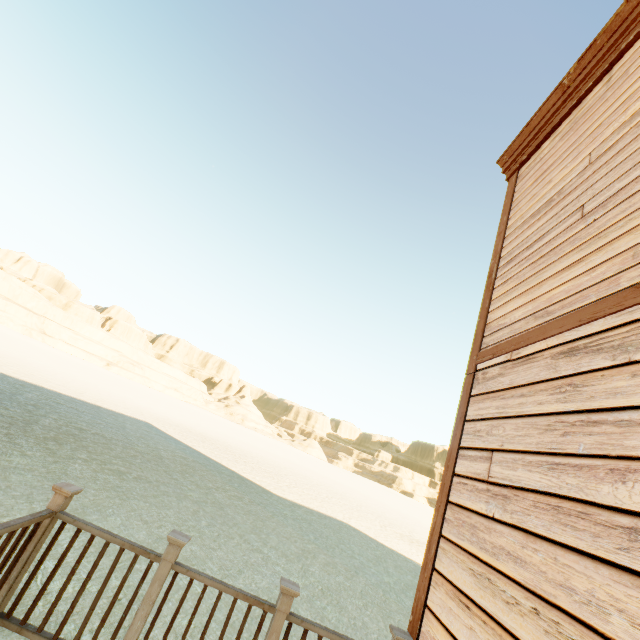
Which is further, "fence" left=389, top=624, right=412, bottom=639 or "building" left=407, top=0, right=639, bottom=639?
"fence" left=389, top=624, right=412, bottom=639

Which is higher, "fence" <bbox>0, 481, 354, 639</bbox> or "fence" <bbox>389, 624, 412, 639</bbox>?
"fence" <bbox>389, 624, 412, 639</bbox>

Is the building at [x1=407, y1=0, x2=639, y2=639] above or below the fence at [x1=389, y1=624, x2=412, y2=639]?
above

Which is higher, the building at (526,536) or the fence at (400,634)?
the building at (526,536)

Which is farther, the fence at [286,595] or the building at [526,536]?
the fence at [286,595]

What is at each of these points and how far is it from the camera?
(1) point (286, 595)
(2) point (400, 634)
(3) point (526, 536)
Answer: (1) fence, 2.6 meters
(2) fence, 2.6 meters
(3) building, 2.1 meters
